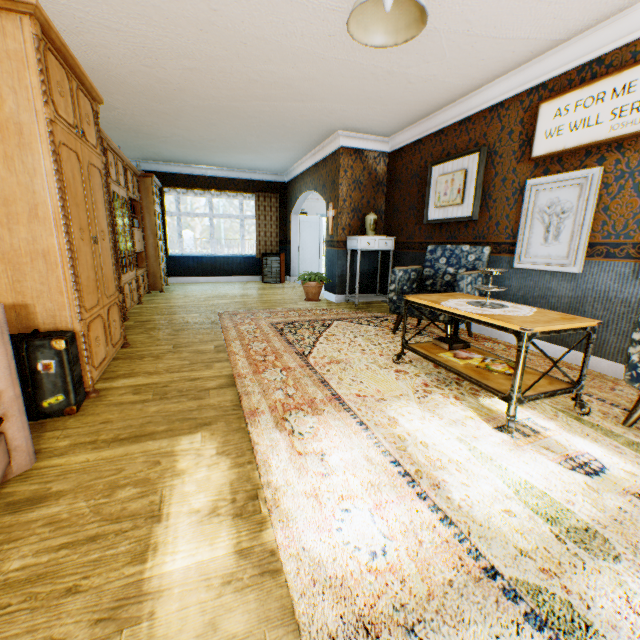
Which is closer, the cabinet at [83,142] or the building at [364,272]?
the cabinet at [83,142]

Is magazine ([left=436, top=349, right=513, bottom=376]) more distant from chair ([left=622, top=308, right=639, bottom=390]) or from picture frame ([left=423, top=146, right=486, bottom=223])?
picture frame ([left=423, top=146, right=486, bottom=223])

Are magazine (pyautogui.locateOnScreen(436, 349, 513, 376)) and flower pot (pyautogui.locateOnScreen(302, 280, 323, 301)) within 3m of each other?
no

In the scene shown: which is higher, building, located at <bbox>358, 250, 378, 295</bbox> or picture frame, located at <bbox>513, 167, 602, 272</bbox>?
picture frame, located at <bbox>513, 167, 602, 272</bbox>

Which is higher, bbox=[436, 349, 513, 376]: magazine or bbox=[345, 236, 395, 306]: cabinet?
bbox=[345, 236, 395, 306]: cabinet

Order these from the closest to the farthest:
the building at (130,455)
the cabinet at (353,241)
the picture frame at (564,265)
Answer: the building at (130,455) → the picture frame at (564,265) → the cabinet at (353,241)

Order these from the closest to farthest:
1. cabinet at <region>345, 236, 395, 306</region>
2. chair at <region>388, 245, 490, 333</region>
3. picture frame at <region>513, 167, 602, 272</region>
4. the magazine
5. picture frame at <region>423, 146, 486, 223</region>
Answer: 1. the magazine
2. picture frame at <region>513, 167, 602, 272</region>
3. chair at <region>388, 245, 490, 333</region>
4. picture frame at <region>423, 146, 486, 223</region>
5. cabinet at <region>345, 236, 395, 306</region>

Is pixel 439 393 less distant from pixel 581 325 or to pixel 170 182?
pixel 581 325
